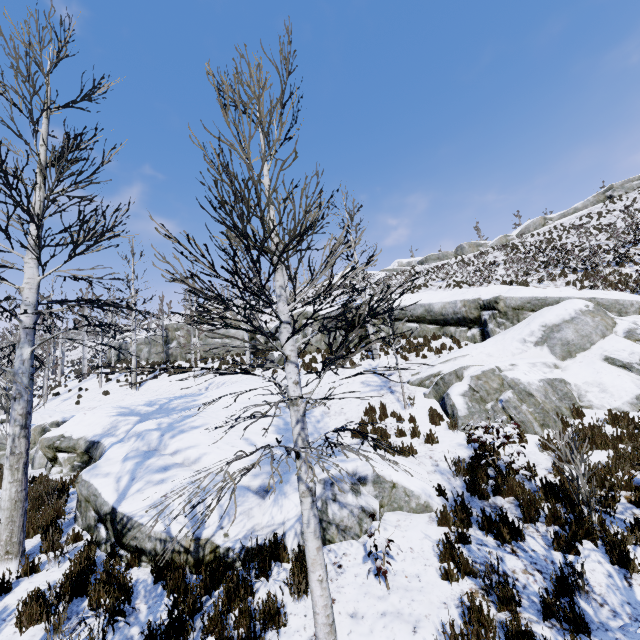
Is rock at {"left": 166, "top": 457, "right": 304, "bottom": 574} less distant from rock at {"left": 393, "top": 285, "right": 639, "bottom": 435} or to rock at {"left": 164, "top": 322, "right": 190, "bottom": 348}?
rock at {"left": 393, "top": 285, "right": 639, "bottom": 435}

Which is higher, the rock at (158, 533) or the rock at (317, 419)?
the rock at (317, 419)

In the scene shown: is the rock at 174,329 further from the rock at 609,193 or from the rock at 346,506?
the rock at 609,193

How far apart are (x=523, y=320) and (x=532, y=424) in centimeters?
527cm

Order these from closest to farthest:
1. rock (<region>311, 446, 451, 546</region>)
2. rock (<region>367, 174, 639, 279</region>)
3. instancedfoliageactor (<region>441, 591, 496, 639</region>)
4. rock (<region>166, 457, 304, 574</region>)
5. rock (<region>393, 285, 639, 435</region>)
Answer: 1. instancedfoliageactor (<region>441, 591, 496, 639</region>)
2. rock (<region>166, 457, 304, 574</region>)
3. rock (<region>311, 446, 451, 546</region>)
4. rock (<region>393, 285, 639, 435</region>)
5. rock (<region>367, 174, 639, 279</region>)

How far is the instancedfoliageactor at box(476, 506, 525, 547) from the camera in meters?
5.1 m

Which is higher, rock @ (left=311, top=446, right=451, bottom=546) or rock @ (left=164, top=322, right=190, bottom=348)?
rock @ (left=164, top=322, right=190, bottom=348)

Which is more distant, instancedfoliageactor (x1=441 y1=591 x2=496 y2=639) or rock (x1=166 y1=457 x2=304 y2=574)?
rock (x1=166 y1=457 x2=304 y2=574)
